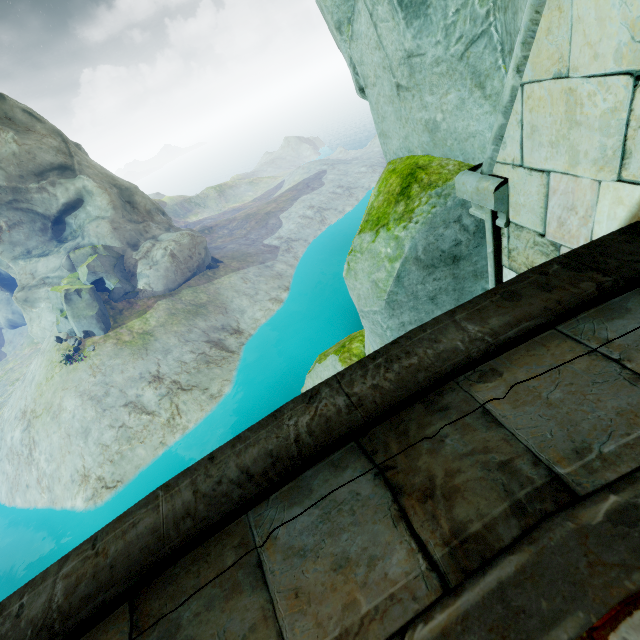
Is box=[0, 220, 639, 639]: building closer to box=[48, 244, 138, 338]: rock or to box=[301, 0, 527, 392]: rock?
box=[301, 0, 527, 392]: rock

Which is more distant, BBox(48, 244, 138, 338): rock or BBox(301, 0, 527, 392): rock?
BBox(48, 244, 138, 338): rock

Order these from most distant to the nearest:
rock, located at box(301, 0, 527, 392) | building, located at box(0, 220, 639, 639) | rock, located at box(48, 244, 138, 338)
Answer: rock, located at box(48, 244, 138, 338), rock, located at box(301, 0, 527, 392), building, located at box(0, 220, 639, 639)

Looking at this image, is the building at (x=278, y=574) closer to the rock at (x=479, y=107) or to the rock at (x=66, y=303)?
the rock at (x=479, y=107)

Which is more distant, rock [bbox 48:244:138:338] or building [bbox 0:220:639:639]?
rock [bbox 48:244:138:338]

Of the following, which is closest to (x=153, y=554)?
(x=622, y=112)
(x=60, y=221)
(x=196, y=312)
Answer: (x=622, y=112)

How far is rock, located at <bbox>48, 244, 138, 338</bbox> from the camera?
25.92m

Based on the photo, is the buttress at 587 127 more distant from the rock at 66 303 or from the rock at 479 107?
the rock at 66 303
